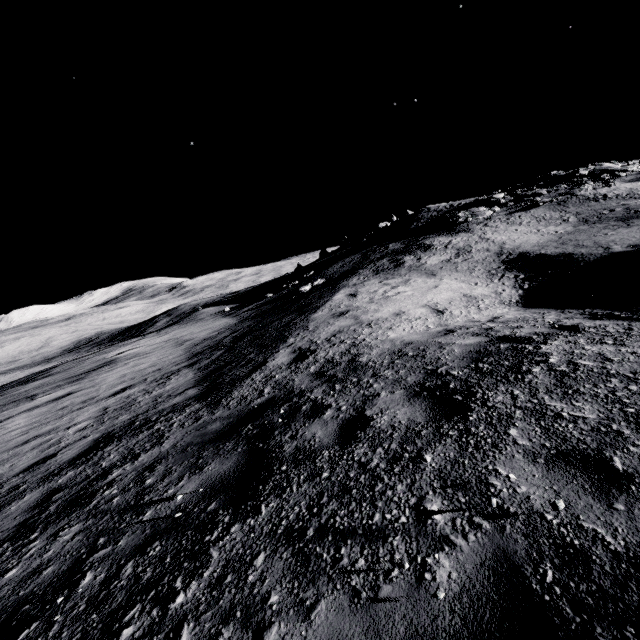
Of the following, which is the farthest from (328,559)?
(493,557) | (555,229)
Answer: (555,229)
